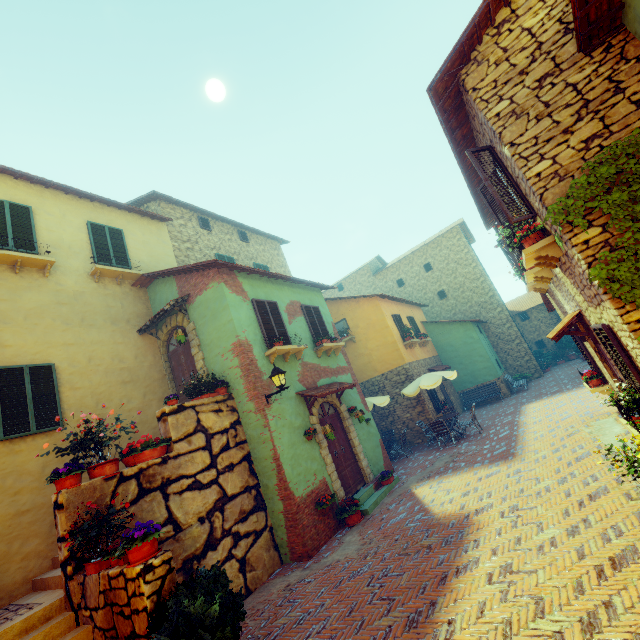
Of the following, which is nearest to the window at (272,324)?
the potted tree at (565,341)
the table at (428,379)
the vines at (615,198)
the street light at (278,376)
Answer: the vines at (615,198)

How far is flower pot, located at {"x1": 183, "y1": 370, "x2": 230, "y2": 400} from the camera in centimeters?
815cm

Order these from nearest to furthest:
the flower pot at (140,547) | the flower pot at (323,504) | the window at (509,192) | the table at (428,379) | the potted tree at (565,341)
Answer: the flower pot at (140,547) < the window at (509,192) < the flower pot at (323,504) < the table at (428,379) < the potted tree at (565,341)

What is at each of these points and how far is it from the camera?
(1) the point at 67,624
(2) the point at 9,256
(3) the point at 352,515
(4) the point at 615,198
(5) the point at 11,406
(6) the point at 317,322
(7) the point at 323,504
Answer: (1) stair, 4.6m
(2) window sill, 8.2m
(3) flower pot, 8.3m
(4) vines, 4.3m
(5) window, 7.2m
(6) window, 12.1m
(7) flower pot, 8.0m

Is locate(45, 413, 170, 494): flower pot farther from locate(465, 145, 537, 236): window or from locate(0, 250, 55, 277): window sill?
locate(0, 250, 55, 277): window sill

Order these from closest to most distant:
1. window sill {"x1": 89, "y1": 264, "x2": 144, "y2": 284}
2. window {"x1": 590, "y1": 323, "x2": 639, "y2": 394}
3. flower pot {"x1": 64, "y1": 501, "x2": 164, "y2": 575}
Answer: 1. flower pot {"x1": 64, "y1": 501, "x2": 164, "y2": 575}
2. window {"x1": 590, "y1": 323, "x2": 639, "y2": 394}
3. window sill {"x1": 89, "y1": 264, "x2": 144, "y2": 284}

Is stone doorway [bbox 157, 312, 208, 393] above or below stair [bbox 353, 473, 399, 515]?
above

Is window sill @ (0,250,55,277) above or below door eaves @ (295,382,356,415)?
above
